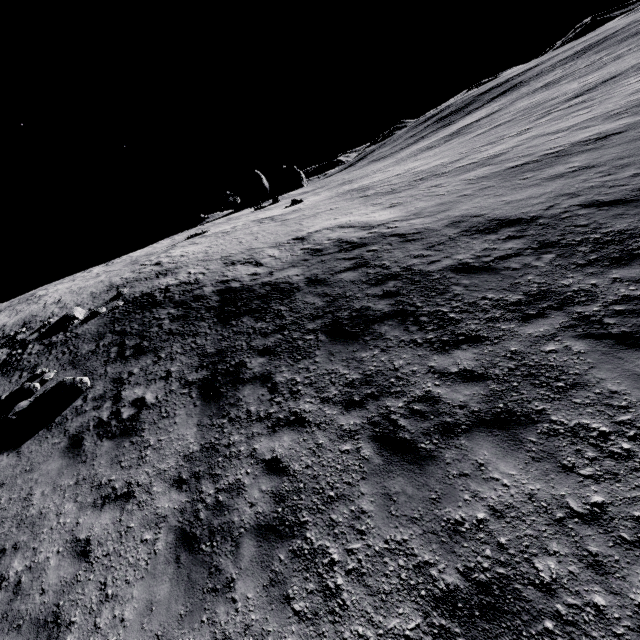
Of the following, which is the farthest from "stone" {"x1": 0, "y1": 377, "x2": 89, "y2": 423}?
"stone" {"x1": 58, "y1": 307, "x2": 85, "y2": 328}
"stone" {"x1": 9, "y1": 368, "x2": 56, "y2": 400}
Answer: "stone" {"x1": 58, "y1": 307, "x2": 85, "y2": 328}

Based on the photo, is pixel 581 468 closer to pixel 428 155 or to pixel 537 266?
pixel 537 266

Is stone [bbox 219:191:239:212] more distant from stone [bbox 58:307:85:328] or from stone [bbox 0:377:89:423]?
stone [bbox 0:377:89:423]

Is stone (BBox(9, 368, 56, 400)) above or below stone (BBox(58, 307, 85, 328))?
below

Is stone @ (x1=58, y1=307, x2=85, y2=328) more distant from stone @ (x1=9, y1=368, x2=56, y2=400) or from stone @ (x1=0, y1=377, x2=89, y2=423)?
stone @ (x1=0, y1=377, x2=89, y2=423)

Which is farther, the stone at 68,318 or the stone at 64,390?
the stone at 68,318

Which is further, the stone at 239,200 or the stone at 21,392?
the stone at 239,200

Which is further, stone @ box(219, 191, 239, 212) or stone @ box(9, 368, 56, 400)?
stone @ box(219, 191, 239, 212)
